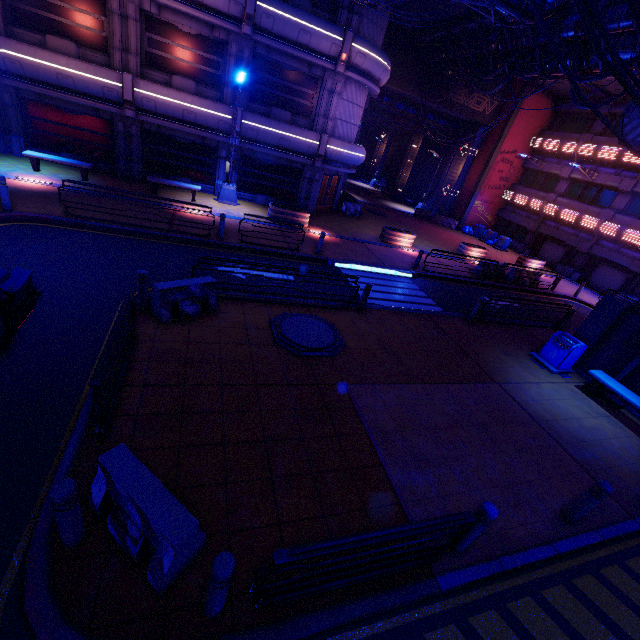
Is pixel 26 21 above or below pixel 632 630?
above

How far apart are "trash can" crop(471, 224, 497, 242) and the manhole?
26.73m

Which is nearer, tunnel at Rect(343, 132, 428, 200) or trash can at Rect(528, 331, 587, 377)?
trash can at Rect(528, 331, 587, 377)

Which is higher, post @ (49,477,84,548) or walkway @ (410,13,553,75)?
walkway @ (410,13,553,75)

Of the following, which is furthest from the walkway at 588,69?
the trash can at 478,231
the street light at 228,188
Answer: the street light at 228,188

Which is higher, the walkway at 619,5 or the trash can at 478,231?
the walkway at 619,5

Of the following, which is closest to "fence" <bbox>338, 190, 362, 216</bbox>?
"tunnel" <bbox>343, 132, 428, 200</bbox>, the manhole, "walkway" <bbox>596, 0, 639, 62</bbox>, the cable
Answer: "tunnel" <bbox>343, 132, 428, 200</bbox>

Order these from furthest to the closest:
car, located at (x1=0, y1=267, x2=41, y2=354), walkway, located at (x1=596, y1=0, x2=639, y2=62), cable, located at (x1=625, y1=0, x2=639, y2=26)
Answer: walkway, located at (x1=596, y1=0, x2=639, y2=62) → car, located at (x1=0, y1=267, x2=41, y2=354) → cable, located at (x1=625, y1=0, x2=639, y2=26)
